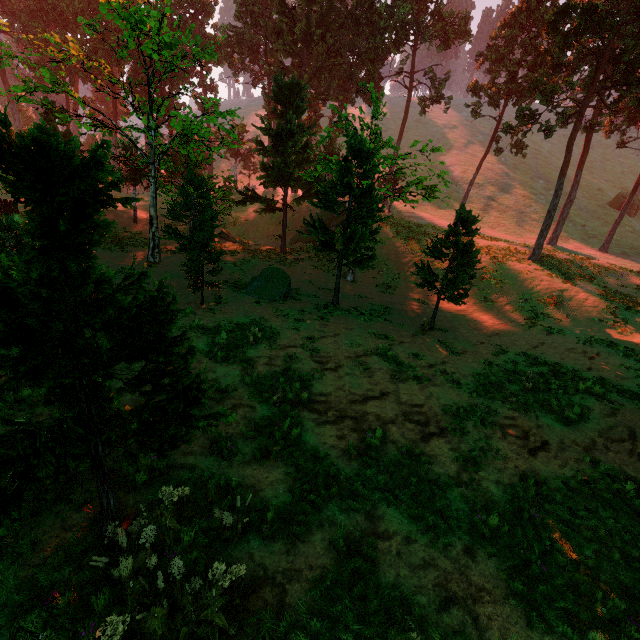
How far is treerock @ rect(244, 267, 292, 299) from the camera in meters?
18.5 m

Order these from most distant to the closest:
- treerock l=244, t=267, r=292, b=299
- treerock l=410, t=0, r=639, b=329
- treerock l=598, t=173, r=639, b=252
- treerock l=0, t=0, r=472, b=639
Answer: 1. treerock l=598, t=173, r=639, b=252
2. treerock l=244, t=267, r=292, b=299
3. treerock l=410, t=0, r=639, b=329
4. treerock l=0, t=0, r=472, b=639

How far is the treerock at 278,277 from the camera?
18.5m

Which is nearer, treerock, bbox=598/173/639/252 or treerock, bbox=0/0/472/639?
treerock, bbox=0/0/472/639

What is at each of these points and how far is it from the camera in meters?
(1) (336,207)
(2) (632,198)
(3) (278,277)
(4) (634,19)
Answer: (1) treerock, 17.1
(2) treerock, 34.3
(3) treerock, 19.4
(4) treerock, 19.0

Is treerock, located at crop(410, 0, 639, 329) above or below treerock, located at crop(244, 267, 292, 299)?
above

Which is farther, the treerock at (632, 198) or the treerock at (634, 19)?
the treerock at (632, 198)
